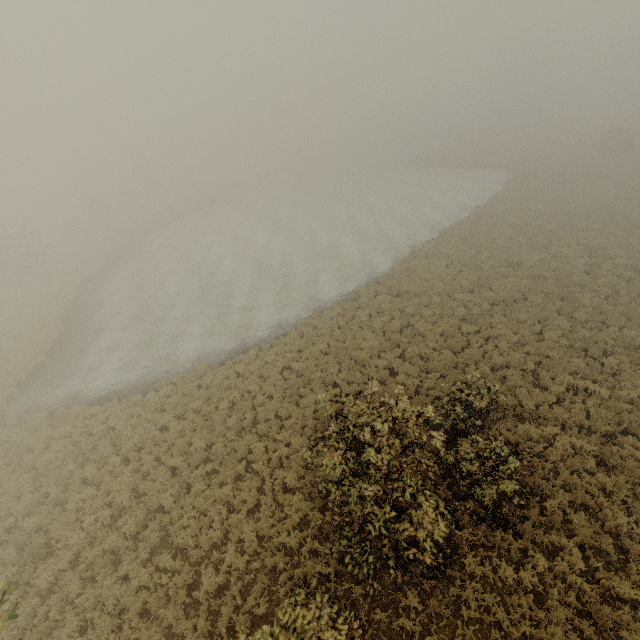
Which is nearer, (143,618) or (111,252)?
(143,618)

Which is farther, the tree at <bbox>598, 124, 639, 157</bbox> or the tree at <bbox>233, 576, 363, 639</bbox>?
the tree at <bbox>598, 124, 639, 157</bbox>

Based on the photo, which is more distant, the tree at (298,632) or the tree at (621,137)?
the tree at (621,137)
